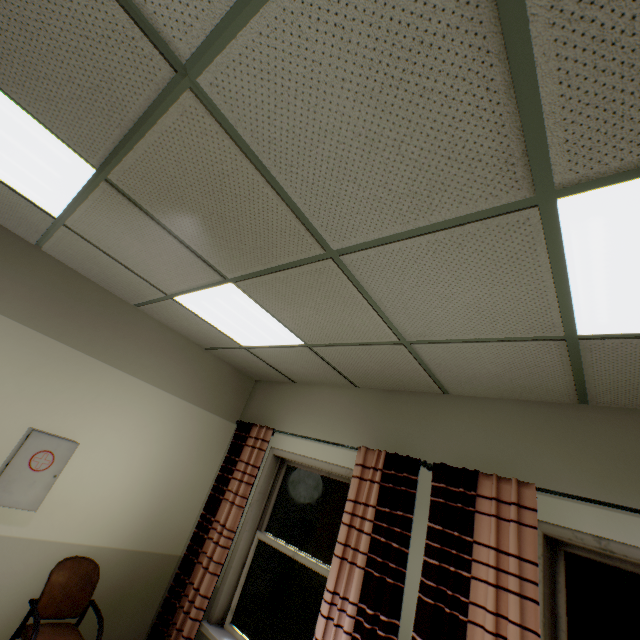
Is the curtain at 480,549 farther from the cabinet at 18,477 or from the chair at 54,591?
the cabinet at 18,477

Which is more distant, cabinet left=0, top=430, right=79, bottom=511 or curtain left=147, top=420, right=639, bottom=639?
cabinet left=0, top=430, right=79, bottom=511

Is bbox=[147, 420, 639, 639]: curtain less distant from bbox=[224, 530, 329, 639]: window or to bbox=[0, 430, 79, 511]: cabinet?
bbox=[224, 530, 329, 639]: window

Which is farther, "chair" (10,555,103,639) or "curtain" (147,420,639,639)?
"chair" (10,555,103,639)

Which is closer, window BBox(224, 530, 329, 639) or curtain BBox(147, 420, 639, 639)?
curtain BBox(147, 420, 639, 639)

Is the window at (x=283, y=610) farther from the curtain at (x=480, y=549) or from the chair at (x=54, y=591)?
the chair at (x=54, y=591)

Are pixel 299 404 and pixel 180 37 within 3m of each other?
no
